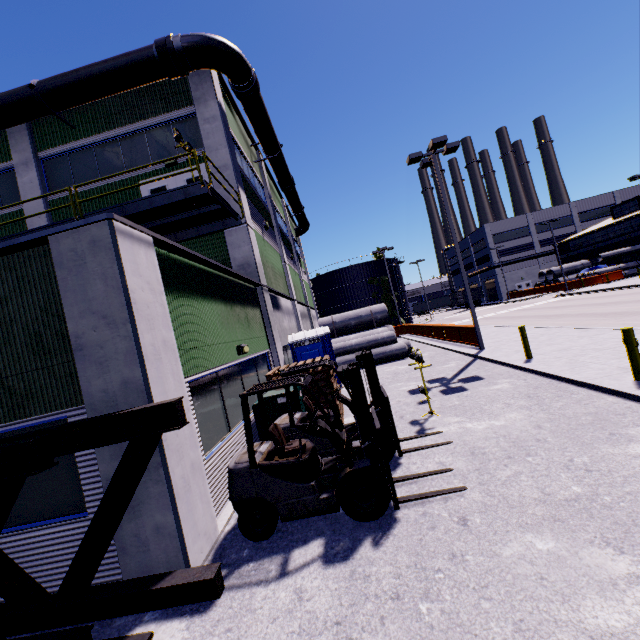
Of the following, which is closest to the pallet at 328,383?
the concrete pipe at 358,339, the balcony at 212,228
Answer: the balcony at 212,228

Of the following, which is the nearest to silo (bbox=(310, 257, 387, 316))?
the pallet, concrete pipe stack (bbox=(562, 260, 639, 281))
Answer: concrete pipe stack (bbox=(562, 260, 639, 281))

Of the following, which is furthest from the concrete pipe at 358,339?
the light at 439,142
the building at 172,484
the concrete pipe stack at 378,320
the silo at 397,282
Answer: the silo at 397,282

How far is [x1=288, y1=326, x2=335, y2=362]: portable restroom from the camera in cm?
1316

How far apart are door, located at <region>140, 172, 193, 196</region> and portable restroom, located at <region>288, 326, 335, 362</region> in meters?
5.8

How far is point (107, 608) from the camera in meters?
4.0 m

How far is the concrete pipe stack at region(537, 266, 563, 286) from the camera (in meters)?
48.97

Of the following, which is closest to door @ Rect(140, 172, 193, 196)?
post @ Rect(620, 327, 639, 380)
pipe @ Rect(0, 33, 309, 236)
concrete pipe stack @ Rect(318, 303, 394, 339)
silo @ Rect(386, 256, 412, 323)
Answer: pipe @ Rect(0, 33, 309, 236)
